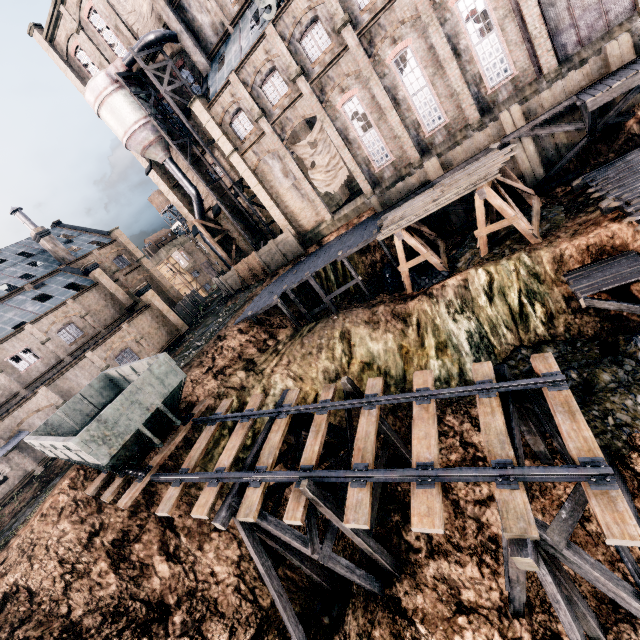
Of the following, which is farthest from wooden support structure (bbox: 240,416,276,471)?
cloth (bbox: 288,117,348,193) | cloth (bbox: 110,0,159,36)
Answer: cloth (bbox: 110,0,159,36)

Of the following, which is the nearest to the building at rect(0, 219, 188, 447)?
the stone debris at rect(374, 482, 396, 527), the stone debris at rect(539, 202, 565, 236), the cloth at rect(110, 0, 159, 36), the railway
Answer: the railway

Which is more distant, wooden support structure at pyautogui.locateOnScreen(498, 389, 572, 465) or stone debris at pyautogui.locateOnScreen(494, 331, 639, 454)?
stone debris at pyautogui.locateOnScreen(494, 331, 639, 454)

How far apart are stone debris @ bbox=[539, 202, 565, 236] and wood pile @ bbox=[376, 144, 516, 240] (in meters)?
3.46

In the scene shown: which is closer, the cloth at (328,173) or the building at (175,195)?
the cloth at (328,173)

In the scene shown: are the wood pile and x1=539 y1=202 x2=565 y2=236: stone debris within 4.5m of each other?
yes

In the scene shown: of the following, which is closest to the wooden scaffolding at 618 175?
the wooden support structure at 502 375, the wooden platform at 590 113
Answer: the wooden platform at 590 113

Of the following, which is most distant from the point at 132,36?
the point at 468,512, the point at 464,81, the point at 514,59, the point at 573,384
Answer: the point at 468,512
